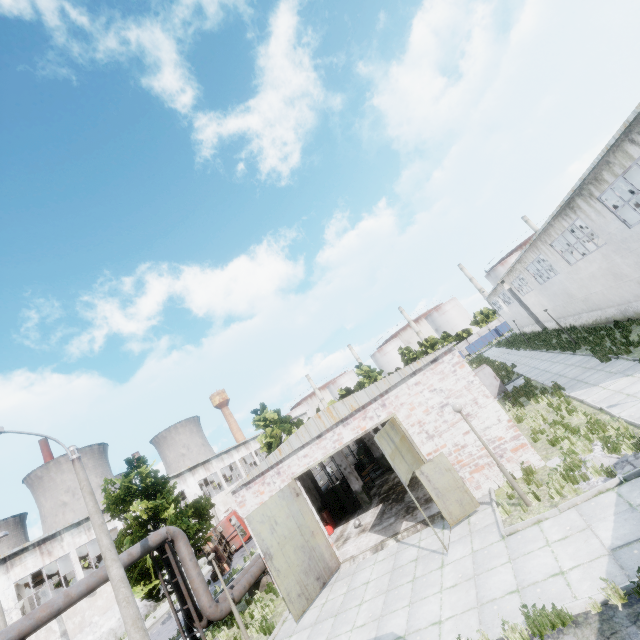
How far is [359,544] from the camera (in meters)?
14.25

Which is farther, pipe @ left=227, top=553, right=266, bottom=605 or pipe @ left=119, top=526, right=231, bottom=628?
pipe @ left=227, top=553, right=266, bottom=605

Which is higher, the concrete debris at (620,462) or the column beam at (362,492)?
the column beam at (362,492)

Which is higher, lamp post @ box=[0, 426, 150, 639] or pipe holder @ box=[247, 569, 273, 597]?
lamp post @ box=[0, 426, 150, 639]

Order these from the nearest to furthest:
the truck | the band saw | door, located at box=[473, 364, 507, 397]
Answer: door, located at box=[473, 364, 507, 397] → the truck → the band saw

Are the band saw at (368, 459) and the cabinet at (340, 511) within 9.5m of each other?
yes

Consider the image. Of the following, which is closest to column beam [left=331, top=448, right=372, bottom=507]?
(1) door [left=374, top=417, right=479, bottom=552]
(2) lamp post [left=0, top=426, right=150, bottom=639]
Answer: (1) door [left=374, top=417, right=479, bottom=552]

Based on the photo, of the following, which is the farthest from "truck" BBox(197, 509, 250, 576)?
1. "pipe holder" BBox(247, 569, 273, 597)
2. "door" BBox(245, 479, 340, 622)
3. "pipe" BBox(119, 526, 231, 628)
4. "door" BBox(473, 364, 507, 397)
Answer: "door" BBox(473, 364, 507, 397)
